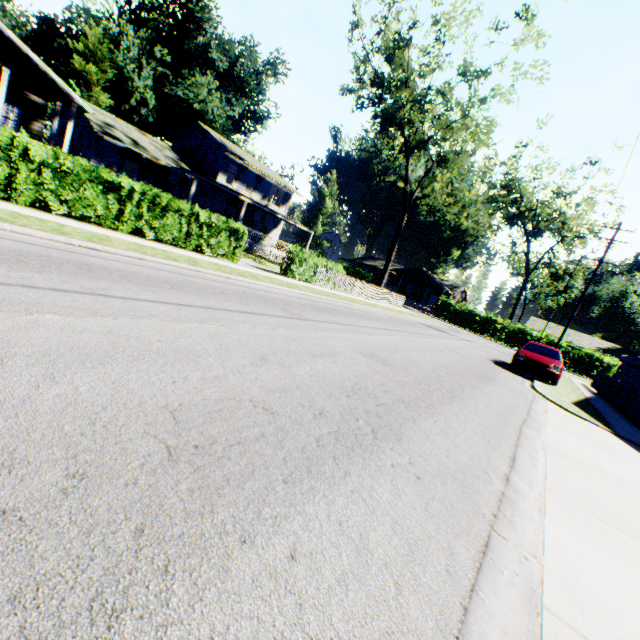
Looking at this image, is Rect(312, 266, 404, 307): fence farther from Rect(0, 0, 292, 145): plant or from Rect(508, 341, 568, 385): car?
Rect(508, 341, 568, 385): car

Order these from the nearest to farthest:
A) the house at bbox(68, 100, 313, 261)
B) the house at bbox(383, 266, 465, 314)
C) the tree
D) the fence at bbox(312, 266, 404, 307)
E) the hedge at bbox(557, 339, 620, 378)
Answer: the fence at bbox(312, 266, 404, 307), the tree, the house at bbox(68, 100, 313, 261), the hedge at bbox(557, 339, 620, 378), the house at bbox(383, 266, 465, 314)

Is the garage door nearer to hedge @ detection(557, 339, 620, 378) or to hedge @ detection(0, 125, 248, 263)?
hedge @ detection(557, 339, 620, 378)

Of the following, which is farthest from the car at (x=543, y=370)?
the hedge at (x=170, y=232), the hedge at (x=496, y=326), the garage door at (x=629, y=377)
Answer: the garage door at (x=629, y=377)

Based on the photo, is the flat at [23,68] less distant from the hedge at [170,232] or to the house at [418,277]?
the hedge at [170,232]

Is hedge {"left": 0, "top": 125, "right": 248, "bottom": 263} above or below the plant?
below

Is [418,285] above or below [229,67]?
below

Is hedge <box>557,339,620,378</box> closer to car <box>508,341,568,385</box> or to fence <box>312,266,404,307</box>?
fence <box>312,266,404,307</box>
